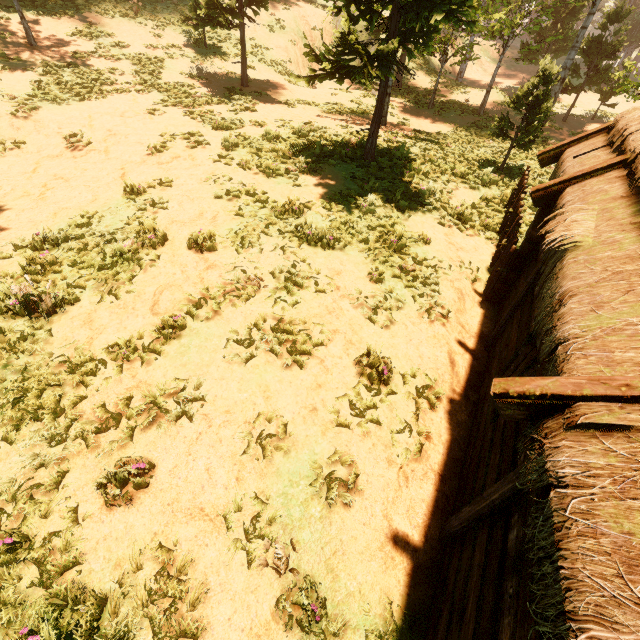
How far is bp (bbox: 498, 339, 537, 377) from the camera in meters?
4.3 m

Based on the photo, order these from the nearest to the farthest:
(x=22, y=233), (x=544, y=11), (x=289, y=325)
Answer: (x=289, y=325) < (x=22, y=233) < (x=544, y=11)

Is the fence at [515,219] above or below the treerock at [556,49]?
below

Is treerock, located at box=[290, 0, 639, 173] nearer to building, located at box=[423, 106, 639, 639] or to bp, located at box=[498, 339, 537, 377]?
building, located at box=[423, 106, 639, 639]

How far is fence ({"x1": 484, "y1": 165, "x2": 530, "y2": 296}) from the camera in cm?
720

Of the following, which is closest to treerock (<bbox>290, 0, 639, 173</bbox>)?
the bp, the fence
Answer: the fence

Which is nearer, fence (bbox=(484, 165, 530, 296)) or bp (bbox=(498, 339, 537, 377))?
bp (bbox=(498, 339, 537, 377))

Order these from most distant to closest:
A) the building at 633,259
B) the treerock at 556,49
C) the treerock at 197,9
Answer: the treerock at 197,9 → the treerock at 556,49 → the building at 633,259
